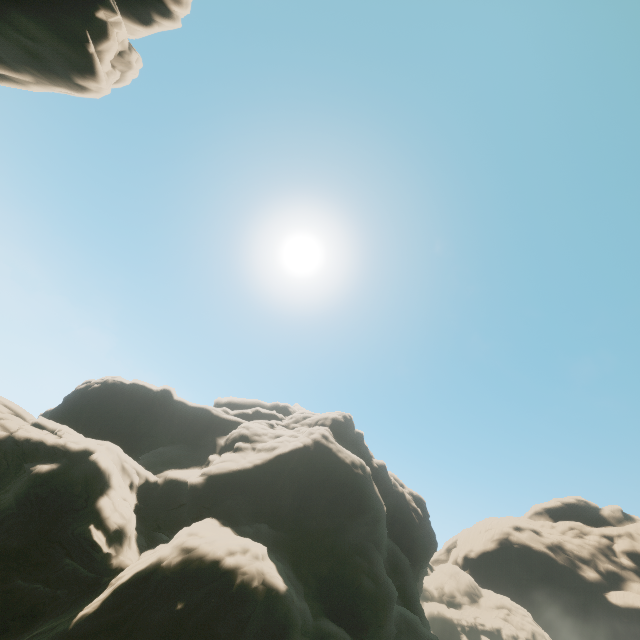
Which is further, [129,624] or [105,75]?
[105,75]

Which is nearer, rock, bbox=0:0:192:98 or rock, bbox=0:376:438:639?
rock, bbox=0:0:192:98

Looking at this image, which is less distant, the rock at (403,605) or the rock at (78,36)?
the rock at (78,36)

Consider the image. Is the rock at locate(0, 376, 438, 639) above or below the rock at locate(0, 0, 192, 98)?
below

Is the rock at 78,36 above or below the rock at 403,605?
above
